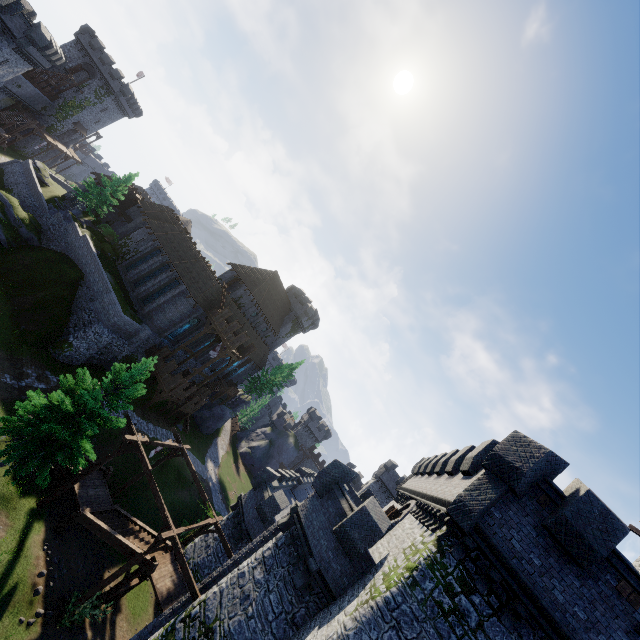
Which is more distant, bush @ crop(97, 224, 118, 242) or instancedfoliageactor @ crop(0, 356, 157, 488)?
bush @ crop(97, 224, 118, 242)

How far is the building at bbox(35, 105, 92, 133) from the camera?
57.84m

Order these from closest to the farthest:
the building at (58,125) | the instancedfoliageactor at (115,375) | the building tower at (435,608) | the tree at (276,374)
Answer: the building tower at (435,608) → the instancedfoliageactor at (115,375) → the tree at (276,374) → the building at (58,125)

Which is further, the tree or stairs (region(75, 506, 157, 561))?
the tree

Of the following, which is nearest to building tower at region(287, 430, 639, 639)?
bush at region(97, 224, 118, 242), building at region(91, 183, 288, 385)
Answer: building at region(91, 183, 288, 385)

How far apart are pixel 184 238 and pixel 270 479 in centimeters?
3190cm

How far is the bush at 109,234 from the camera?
42.97m

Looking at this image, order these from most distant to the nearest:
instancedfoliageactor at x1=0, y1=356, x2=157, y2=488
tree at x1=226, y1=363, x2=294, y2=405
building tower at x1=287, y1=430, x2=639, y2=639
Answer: tree at x1=226, y1=363, x2=294, y2=405 → instancedfoliageactor at x1=0, y1=356, x2=157, y2=488 → building tower at x1=287, y1=430, x2=639, y2=639
